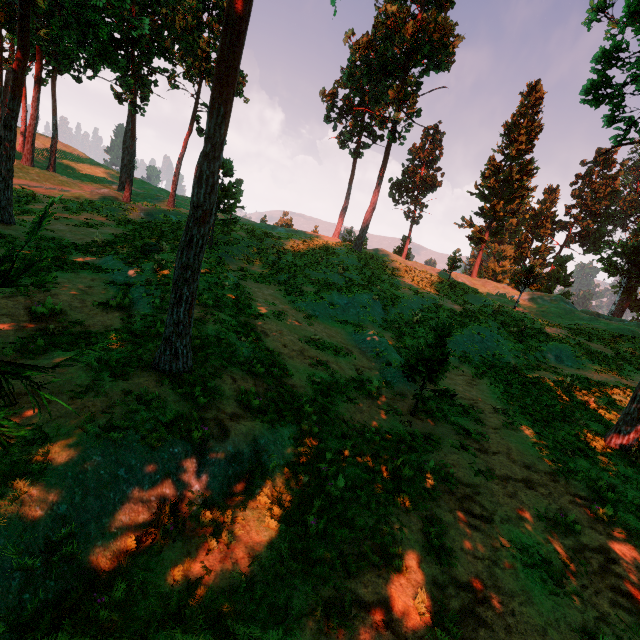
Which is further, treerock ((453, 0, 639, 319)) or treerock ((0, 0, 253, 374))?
treerock ((453, 0, 639, 319))

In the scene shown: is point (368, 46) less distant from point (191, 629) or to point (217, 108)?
point (217, 108)

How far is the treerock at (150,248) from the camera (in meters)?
17.41

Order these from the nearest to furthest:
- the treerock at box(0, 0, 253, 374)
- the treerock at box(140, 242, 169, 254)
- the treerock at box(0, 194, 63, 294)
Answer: the treerock at box(0, 194, 63, 294)
the treerock at box(0, 0, 253, 374)
the treerock at box(140, 242, 169, 254)

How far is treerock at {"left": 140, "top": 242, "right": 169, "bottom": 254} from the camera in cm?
1741

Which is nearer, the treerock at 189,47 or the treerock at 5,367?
the treerock at 5,367

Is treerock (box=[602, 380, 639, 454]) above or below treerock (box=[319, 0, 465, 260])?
below
